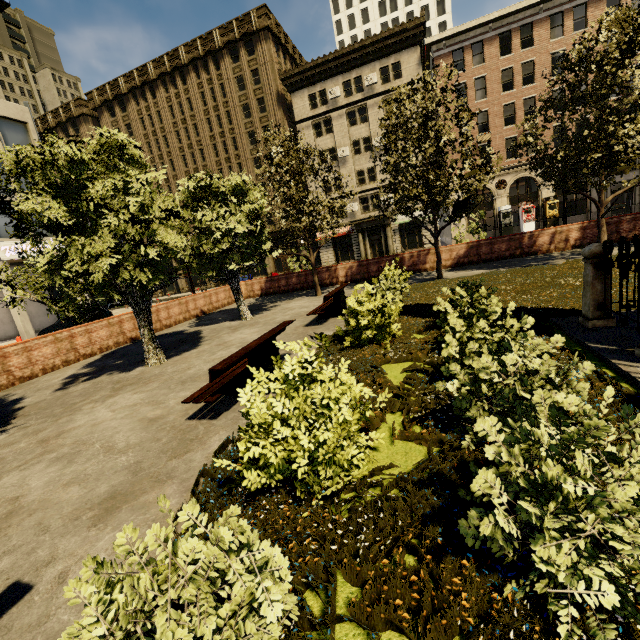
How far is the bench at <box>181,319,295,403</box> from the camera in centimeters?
472cm

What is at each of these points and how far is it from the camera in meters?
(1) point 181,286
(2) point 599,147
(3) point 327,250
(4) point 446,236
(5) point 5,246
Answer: (1) building, 48.0 m
(2) tree, 10.9 m
(3) building, 39.5 m
(4) building, 44.1 m
(5) sign, 22.3 m

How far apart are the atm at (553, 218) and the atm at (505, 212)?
2.79m

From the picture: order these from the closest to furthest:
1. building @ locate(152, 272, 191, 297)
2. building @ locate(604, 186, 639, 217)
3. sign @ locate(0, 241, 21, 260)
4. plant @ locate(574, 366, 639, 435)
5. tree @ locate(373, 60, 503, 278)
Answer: plant @ locate(574, 366, 639, 435) < tree @ locate(373, 60, 503, 278) < sign @ locate(0, 241, 21, 260) < building @ locate(604, 186, 639, 217) < building @ locate(152, 272, 191, 297)

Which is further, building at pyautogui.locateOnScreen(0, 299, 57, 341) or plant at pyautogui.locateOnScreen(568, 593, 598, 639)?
building at pyautogui.locateOnScreen(0, 299, 57, 341)

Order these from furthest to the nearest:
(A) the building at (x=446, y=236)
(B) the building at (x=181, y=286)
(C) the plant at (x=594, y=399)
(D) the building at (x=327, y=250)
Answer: (B) the building at (x=181, y=286), (D) the building at (x=327, y=250), (A) the building at (x=446, y=236), (C) the plant at (x=594, y=399)

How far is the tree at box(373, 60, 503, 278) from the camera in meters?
11.9

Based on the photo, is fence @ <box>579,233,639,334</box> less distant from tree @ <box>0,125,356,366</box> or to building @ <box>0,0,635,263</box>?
Result: tree @ <box>0,125,356,366</box>
